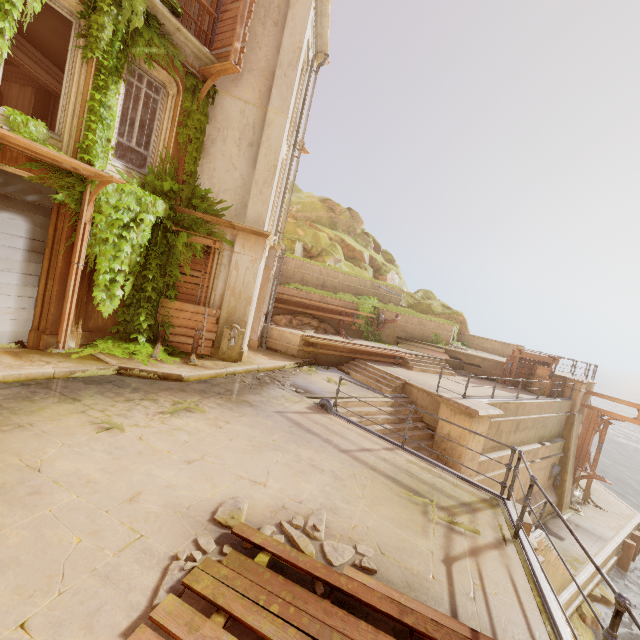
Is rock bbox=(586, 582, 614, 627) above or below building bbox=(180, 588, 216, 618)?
below

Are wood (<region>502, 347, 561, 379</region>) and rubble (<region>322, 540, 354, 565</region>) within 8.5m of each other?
no

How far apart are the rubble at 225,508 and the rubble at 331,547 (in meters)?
0.24

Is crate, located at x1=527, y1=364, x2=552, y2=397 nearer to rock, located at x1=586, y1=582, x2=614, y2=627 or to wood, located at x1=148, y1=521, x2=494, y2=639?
rock, located at x1=586, y1=582, x2=614, y2=627

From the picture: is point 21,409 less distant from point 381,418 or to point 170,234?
point 170,234

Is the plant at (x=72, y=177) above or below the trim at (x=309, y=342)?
above

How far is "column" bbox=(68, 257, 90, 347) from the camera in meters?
8.3 m

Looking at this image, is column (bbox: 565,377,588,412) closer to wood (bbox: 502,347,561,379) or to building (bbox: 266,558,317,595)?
wood (bbox: 502,347,561,379)
